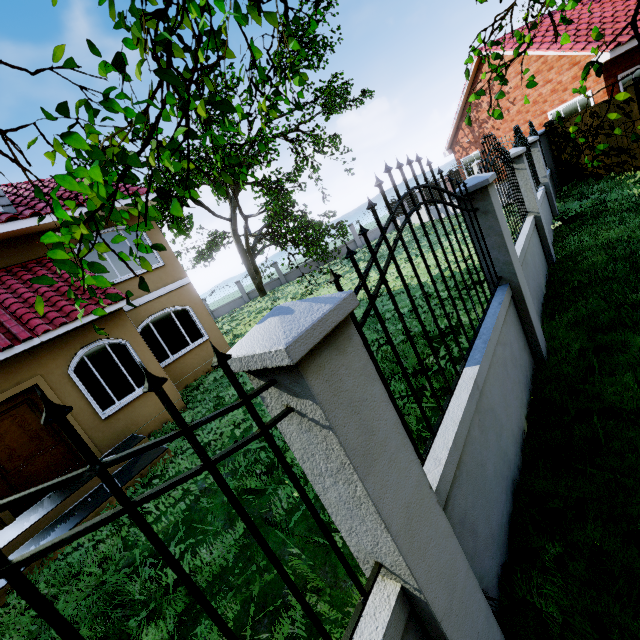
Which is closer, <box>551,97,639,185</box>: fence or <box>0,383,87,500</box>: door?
<box>0,383,87,500</box>: door

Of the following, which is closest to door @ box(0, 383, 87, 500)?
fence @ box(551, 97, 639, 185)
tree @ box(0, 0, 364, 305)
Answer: tree @ box(0, 0, 364, 305)

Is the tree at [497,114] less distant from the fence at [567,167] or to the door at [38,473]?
the fence at [567,167]

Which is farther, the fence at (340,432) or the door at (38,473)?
the door at (38,473)

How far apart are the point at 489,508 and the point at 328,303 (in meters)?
2.22

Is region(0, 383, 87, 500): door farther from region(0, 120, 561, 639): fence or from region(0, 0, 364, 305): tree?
region(0, 120, 561, 639): fence
